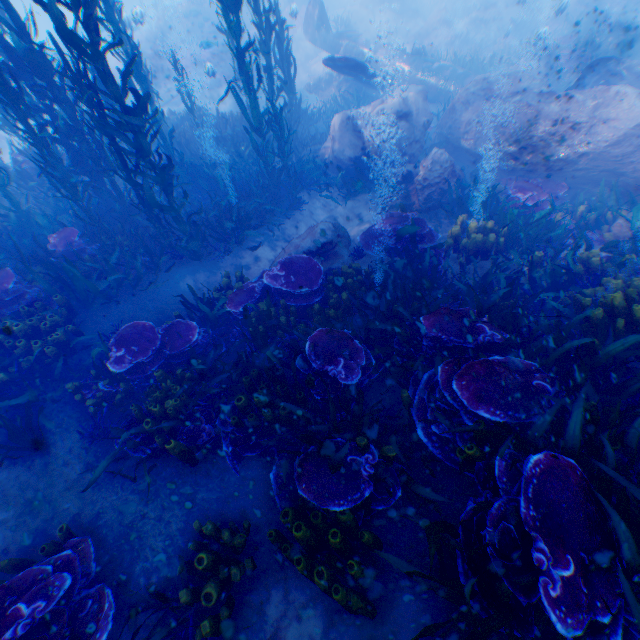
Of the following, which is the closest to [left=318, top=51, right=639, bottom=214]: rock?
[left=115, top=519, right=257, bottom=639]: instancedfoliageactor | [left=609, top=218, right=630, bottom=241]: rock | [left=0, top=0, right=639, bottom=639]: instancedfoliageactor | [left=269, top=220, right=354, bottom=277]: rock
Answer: [left=0, top=0, right=639, bottom=639]: instancedfoliageactor

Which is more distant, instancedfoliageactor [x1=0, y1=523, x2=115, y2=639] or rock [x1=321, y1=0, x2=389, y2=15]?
rock [x1=321, y1=0, x2=389, y2=15]

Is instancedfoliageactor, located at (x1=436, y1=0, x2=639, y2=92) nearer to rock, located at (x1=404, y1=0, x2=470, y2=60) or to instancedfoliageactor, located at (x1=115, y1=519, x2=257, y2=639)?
rock, located at (x1=404, y1=0, x2=470, y2=60)

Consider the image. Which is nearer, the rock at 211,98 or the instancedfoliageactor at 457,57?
the instancedfoliageactor at 457,57

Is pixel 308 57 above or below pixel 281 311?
above

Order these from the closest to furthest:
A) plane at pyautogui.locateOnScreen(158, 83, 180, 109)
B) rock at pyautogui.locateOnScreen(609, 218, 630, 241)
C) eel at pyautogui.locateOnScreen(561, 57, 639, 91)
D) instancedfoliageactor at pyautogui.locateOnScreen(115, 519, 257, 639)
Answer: instancedfoliageactor at pyautogui.locateOnScreen(115, 519, 257, 639)
rock at pyautogui.locateOnScreen(609, 218, 630, 241)
eel at pyautogui.locateOnScreen(561, 57, 639, 91)
plane at pyautogui.locateOnScreen(158, 83, 180, 109)

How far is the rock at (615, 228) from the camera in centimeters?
646cm

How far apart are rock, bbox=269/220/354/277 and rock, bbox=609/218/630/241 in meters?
5.4
